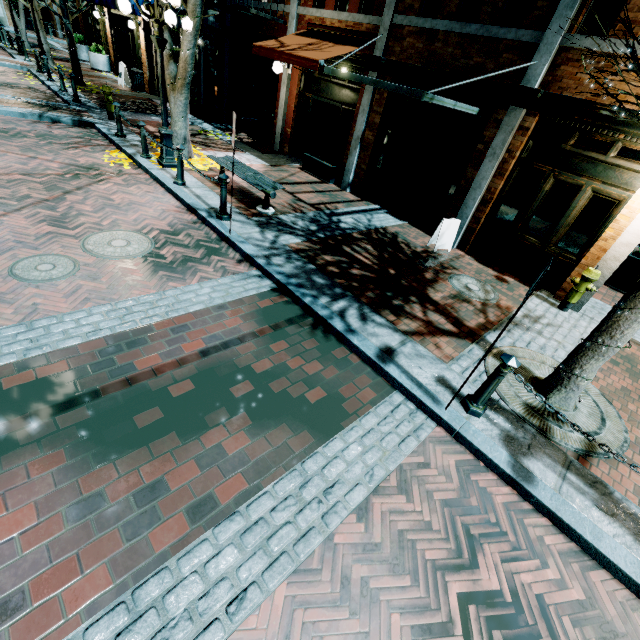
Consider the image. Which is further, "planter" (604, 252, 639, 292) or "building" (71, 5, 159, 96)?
"building" (71, 5, 159, 96)

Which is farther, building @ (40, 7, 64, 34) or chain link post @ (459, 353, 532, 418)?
building @ (40, 7, 64, 34)

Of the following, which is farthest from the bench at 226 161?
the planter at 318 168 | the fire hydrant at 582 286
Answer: the fire hydrant at 582 286

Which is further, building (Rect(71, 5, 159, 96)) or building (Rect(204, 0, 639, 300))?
building (Rect(71, 5, 159, 96))

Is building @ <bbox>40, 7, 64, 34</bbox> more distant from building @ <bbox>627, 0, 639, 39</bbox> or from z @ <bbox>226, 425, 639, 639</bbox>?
z @ <bbox>226, 425, 639, 639</bbox>

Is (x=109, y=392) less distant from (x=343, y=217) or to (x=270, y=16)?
Answer: (x=343, y=217)

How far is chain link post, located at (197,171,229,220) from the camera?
6.14m

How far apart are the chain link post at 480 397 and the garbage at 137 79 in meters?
20.9
